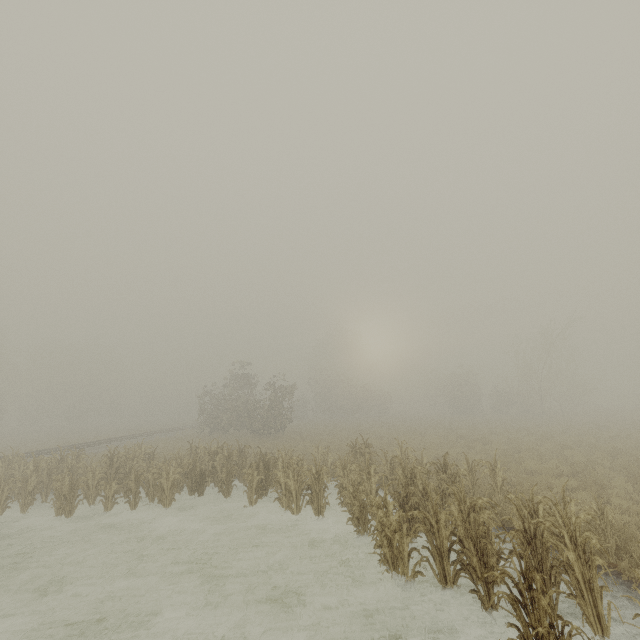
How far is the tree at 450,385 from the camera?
43.0 meters

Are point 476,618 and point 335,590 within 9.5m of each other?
yes

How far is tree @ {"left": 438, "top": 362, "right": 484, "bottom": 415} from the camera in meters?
43.0

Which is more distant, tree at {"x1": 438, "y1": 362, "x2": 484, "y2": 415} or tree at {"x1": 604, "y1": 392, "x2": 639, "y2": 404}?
tree at {"x1": 604, "y1": 392, "x2": 639, "y2": 404}

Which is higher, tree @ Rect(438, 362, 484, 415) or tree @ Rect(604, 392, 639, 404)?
tree @ Rect(438, 362, 484, 415)

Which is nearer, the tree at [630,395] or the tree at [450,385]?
the tree at [450,385]
